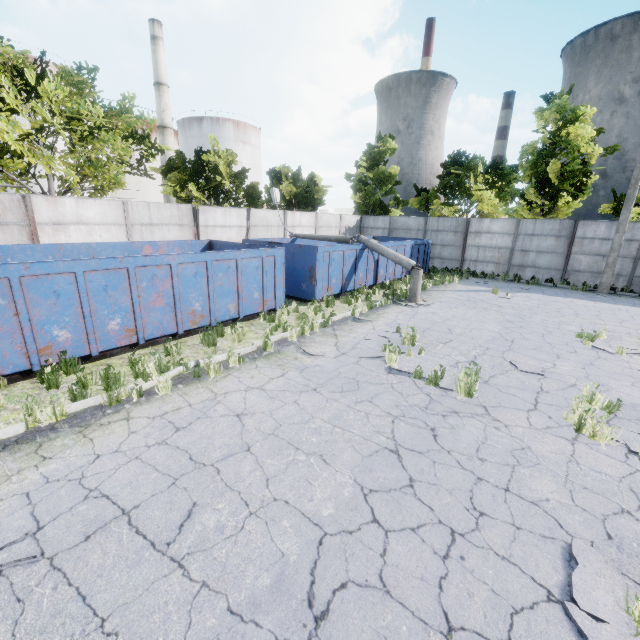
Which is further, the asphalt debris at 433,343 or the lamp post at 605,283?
the lamp post at 605,283

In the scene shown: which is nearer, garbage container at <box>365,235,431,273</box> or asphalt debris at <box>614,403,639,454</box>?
asphalt debris at <box>614,403,639,454</box>

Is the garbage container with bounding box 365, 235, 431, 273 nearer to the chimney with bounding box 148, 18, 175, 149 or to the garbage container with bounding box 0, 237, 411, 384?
the garbage container with bounding box 0, 237, 411, 384

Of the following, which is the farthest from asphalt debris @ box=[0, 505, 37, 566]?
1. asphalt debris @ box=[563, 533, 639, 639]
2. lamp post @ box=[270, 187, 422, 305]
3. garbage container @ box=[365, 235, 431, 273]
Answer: lamp post @ box=[270, 187, 422, 305]

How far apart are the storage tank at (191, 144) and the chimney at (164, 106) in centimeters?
580cm

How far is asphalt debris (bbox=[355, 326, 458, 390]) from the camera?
6.94m

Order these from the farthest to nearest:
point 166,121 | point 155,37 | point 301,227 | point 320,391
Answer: point 166,121 → point 155,37 → point 301,227 → point 320,391

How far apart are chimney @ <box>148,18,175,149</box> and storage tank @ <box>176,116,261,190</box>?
5.8m
